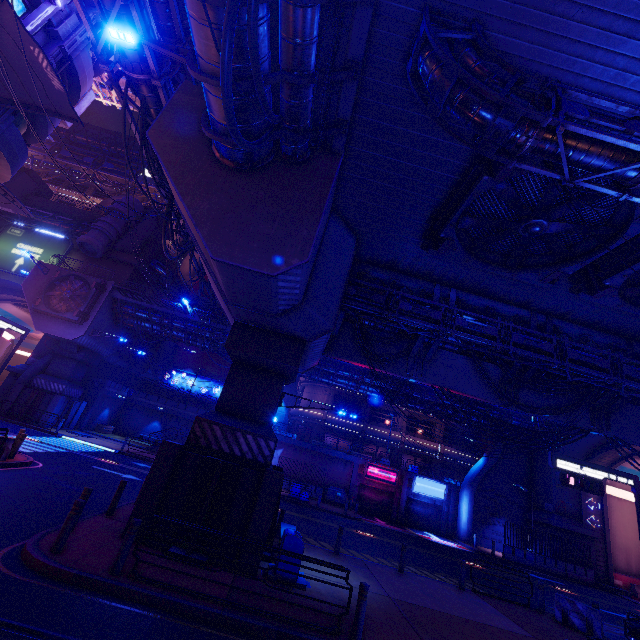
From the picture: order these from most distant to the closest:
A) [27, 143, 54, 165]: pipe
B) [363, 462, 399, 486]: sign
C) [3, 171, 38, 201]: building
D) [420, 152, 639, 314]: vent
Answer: [27, 143, 54, 165]: pipe < [3, 171, 38, 201]: building < [363, 462, 399, 486]: sign < [420, 152, 639, 314]: vent

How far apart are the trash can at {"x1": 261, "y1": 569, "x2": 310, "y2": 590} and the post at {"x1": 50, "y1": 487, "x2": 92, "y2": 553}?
5.1 meters

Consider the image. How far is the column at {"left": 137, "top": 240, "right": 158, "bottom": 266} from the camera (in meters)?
40.00

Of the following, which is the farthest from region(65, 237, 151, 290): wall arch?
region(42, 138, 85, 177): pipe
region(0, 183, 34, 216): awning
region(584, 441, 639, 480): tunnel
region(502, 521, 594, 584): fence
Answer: region(584, 441, 639, 480): tunnel

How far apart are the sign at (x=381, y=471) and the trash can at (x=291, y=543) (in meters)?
24.38

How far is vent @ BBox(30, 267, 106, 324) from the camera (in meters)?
27.47

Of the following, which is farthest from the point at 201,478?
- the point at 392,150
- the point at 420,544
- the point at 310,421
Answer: the point at 310,421

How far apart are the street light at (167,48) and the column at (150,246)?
34.1 meters
